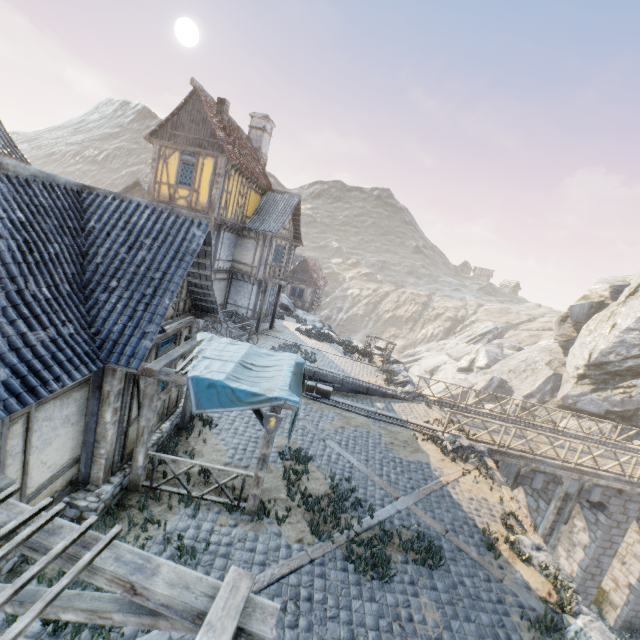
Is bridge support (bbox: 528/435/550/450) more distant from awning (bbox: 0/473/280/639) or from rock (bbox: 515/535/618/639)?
awning (bbox: 0/473/280/639)

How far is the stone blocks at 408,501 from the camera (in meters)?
7.48

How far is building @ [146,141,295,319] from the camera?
16.64m

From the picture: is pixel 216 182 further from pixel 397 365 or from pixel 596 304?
pixel 596 304

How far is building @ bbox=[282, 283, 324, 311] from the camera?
37.28m

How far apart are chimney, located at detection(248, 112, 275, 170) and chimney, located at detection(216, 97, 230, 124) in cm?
459

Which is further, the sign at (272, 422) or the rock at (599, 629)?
the sign at (272, 422)

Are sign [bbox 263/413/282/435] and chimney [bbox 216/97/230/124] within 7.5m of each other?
no
